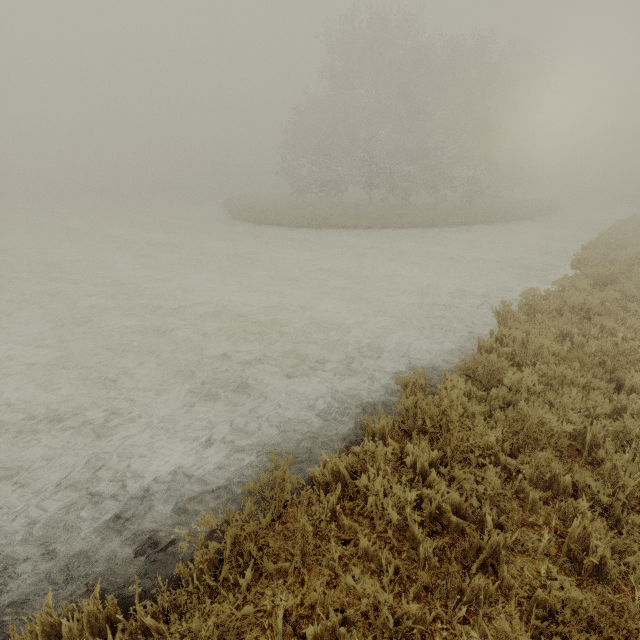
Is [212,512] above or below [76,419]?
above
